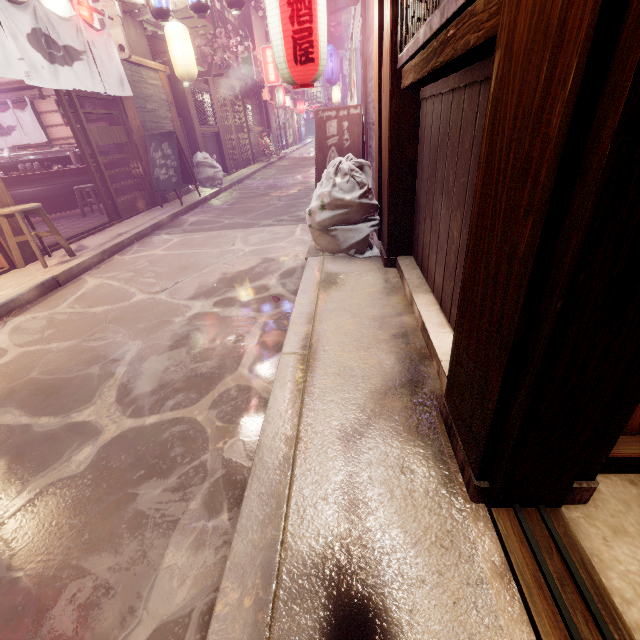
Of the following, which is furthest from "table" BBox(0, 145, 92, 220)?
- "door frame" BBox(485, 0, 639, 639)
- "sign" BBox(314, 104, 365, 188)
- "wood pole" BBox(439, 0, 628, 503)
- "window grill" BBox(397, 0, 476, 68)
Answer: "door frame" BBox(485, 0, 639, 639)

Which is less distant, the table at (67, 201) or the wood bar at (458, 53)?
the wood bar at (458, 53)

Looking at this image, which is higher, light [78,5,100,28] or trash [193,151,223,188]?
light [78,5,100,28]

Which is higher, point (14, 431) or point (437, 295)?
point (437, 295)

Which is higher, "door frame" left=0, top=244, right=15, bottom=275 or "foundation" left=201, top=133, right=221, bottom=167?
"foundation" left=201, top=133, right=221, bottom=167

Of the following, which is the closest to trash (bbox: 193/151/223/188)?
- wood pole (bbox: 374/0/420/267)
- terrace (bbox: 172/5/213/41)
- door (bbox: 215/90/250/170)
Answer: door (bbox: 215/90/250/170)

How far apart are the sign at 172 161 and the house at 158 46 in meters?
6.2 m

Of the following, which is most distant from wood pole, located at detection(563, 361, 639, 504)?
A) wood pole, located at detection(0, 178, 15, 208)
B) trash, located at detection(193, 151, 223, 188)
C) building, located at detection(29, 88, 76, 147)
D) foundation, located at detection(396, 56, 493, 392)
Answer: trash, located at detection(193, 151, 223, 188)
